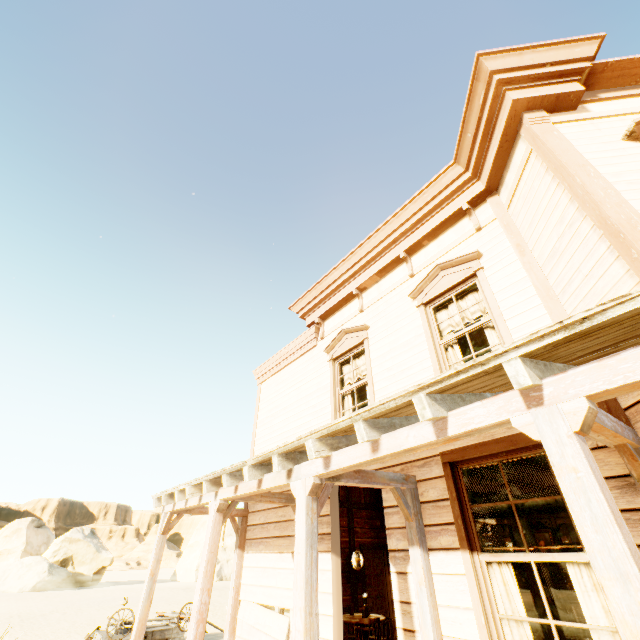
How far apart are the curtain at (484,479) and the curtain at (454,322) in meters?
1.0 m

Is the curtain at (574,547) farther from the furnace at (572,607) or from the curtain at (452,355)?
the furnace at (572,607)

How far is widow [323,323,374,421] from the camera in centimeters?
634cm

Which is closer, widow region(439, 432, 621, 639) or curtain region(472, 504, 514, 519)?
widow region(439, 432, 621, 639)

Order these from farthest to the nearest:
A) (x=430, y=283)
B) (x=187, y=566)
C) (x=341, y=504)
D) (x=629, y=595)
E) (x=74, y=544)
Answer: (x=187, y=566), (x=74, y=544), (x=341, y=504), (x=430, y=283), (x=629, y=595)

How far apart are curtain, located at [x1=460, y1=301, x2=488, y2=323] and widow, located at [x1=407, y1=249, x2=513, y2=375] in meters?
0.0 m

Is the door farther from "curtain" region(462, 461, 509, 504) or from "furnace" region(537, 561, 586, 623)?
"curtain" region(462, 461, 509, 504)

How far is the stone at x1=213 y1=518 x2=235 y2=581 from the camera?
36.59m
